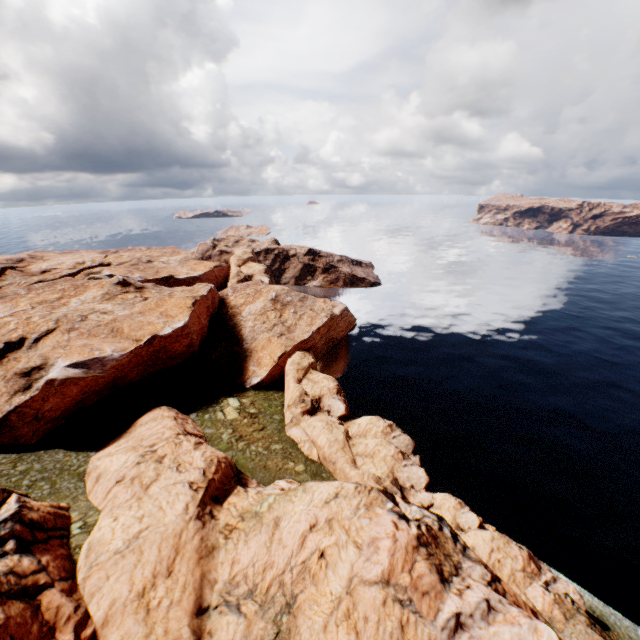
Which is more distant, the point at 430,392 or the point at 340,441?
the point at 430,392
